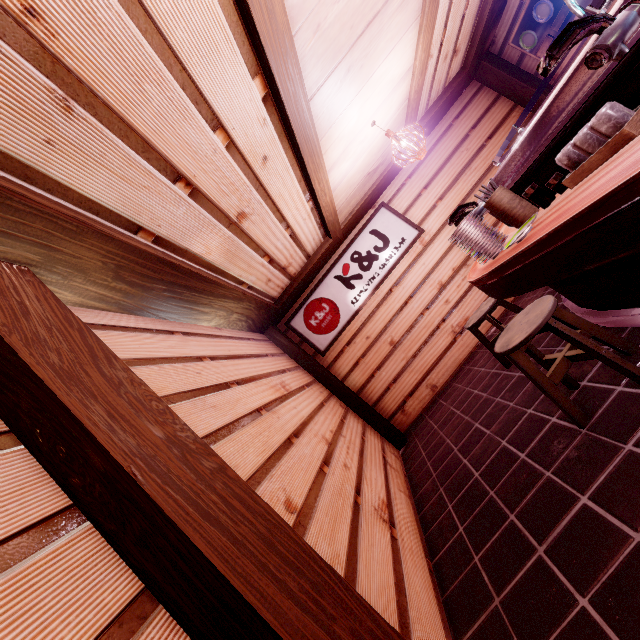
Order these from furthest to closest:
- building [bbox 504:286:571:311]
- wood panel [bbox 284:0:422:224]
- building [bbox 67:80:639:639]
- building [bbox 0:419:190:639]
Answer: building [bbox 504:286:571:311]
wood panel [bbox 284:0:422:224]
building [bbox 67:80:639:639]
building [bbox 0:419:190:639]

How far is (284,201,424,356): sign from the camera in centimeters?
1002cm

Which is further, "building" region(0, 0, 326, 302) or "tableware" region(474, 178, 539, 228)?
"tableware" region(474, 178, 539, 228)

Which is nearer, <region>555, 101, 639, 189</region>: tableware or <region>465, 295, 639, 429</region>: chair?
<region>555, 101, 639, 189</region>: tableware

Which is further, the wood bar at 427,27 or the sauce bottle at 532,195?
the wood bar at 427,27

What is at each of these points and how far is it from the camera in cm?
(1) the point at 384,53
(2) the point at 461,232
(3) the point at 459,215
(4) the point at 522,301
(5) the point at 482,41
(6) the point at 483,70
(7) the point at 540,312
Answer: (1) wood panel, 545
(2) dish, 441
(3) table, 466
(4) building, 879
(5) wood bar, 858
(6) wood pole, 973
(7) chair, 361

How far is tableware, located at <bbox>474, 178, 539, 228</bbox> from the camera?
4.0m

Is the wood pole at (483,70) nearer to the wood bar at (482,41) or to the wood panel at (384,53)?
the wood bar at (482,41)
